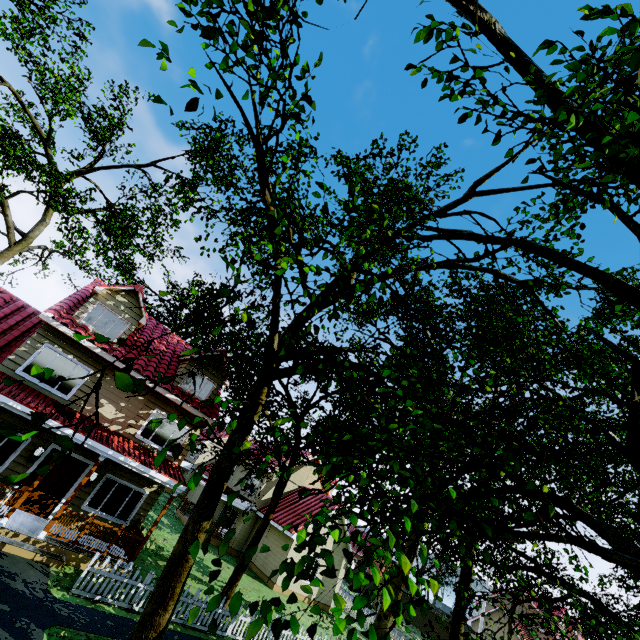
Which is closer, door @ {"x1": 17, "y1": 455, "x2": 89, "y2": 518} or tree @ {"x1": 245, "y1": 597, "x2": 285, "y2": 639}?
tree @ {"x1": 245, "y1": 597, "x2": 285, "y2": 639}

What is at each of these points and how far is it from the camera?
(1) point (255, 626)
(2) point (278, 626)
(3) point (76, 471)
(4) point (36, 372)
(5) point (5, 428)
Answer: (1) tree, 2.4 meters
(2) tree, 2.7 meters
(3) door, 12.7 meters
(4) tree, 2.9 meters
(5) tree, 2.6 meters

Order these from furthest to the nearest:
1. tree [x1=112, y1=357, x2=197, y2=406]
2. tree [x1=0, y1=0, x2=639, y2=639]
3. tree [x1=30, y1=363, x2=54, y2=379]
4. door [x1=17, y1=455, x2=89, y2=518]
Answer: door [x1=17, y1=455, x2=89, y2=518] → tree [x1=0, y1=0, x2=639, y2=639] → tree [x1=30, y1=363, x2=54, y2=379] → tree [x1=112, y1=357, x2=197, y2=406]

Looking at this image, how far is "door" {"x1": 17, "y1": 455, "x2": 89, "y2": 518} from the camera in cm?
1184

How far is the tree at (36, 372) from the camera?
2.86m

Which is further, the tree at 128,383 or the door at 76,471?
the door at 76,471

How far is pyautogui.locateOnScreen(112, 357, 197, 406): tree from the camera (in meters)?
2.23

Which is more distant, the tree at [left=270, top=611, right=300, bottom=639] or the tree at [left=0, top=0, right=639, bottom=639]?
the tree at [left=0, top=0, right=639, bottom=639]
